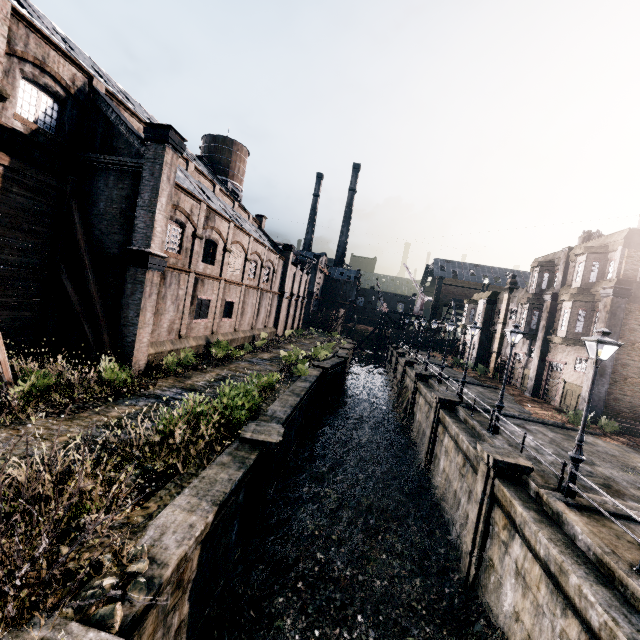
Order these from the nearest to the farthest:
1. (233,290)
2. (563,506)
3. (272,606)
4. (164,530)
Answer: (164,530)
(563,506)
(272,606)
(233,290)

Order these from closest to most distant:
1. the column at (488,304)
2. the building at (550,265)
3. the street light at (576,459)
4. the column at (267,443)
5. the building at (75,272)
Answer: the street light at (576,459), the column at (267,443), the building at (75,272), the building at (550,265), the column at (488,304)

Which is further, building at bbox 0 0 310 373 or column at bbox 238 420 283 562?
building at bbox 0 0 310 373

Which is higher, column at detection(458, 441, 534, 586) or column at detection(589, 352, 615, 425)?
column at detection(589, 352, 615, 425)

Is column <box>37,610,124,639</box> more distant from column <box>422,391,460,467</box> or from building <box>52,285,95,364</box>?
column <box>422,391,460,467</box>

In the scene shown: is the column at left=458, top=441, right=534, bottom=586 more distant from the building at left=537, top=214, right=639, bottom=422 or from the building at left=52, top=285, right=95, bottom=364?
the building at left=52, top=285, right=95, bottom=364

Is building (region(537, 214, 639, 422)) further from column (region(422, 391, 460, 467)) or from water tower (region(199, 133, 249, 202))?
water tower (region(199, 133, 249, 202))

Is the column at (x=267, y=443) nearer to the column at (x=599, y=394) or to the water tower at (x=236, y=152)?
the column at (x=599, y=394)
